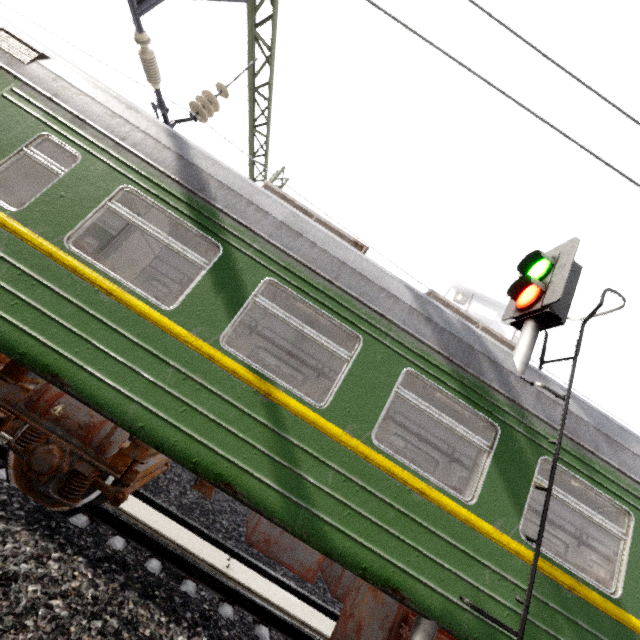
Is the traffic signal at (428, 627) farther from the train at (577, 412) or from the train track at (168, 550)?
the train track at (168, 550)

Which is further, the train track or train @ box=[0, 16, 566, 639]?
the train track

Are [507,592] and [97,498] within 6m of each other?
yes

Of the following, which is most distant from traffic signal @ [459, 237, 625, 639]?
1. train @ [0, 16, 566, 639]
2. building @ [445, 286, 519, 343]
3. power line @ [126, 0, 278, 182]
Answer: building @ [445, 286, 519, 343]

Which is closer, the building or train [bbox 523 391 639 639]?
train [bbox 523 391 639 639]

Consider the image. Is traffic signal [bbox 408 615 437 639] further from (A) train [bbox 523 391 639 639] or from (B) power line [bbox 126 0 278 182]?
(B) power line [bbox 126 0 278 182]

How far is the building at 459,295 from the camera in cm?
3881

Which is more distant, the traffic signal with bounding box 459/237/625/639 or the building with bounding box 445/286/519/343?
the building with bounding box 445/286/519/343
